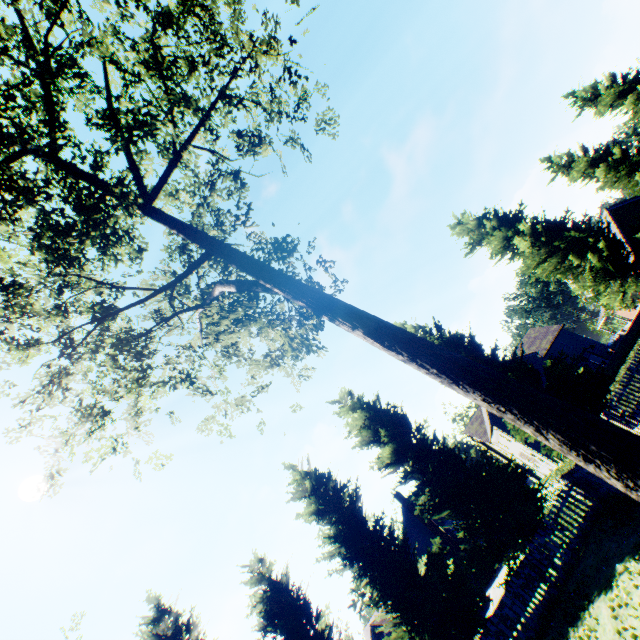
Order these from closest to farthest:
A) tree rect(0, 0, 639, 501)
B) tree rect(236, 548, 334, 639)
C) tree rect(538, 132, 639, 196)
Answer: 1. tree rect(0, 0, 639, 501)
2. tree rect(236, 548, 334, 639)
3. tree rect(538, 132, 639, 196)

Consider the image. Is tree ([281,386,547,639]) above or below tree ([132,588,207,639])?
below

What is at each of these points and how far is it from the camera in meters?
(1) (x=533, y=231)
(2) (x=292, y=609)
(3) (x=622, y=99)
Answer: (1) tree, 20.4
(2) tree, 14.9
(3) tree, 24.1

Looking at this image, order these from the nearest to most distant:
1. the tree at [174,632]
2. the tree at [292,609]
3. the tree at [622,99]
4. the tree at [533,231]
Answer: the tree at [292,609], the tree at [174,632], the tree at [533,231], the tree at [622,99]

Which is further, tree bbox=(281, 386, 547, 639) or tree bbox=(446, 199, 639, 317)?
tree bbox=(446, 199, 639, 317)

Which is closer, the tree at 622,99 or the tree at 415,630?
the tree at 415,630
